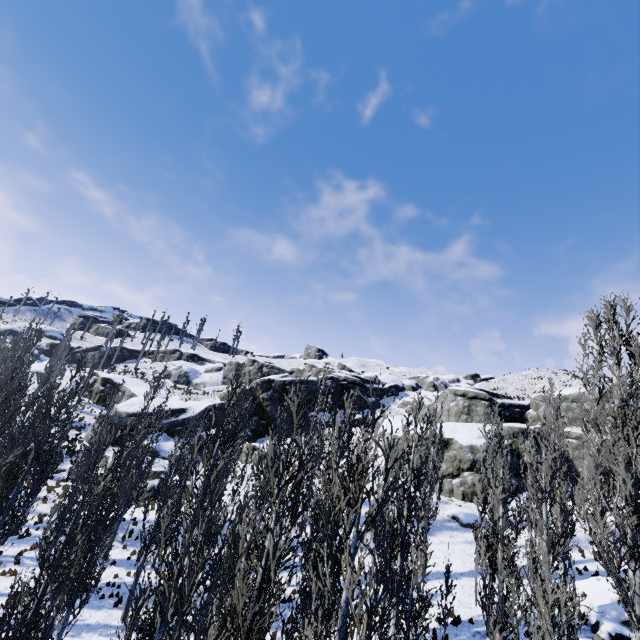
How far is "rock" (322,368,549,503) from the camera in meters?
30.2 m

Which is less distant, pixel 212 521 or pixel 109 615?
pixel 212 521

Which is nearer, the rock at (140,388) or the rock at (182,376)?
the rock at (140,388)

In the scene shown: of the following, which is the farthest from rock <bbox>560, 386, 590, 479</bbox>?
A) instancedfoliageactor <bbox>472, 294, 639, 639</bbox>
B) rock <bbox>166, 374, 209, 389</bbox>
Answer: rock <bbox>166, 374, 209, 389</bbox>

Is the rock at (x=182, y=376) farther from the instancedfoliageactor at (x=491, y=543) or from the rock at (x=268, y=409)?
the instancedfoliageactor at (x=491, y=543)

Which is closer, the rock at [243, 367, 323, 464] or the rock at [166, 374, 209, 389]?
the rock at [243, 367, 323, 464]

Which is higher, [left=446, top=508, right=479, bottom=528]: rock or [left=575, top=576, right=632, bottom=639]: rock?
[left=446, top=508, right=479, bottom=528]: rock
